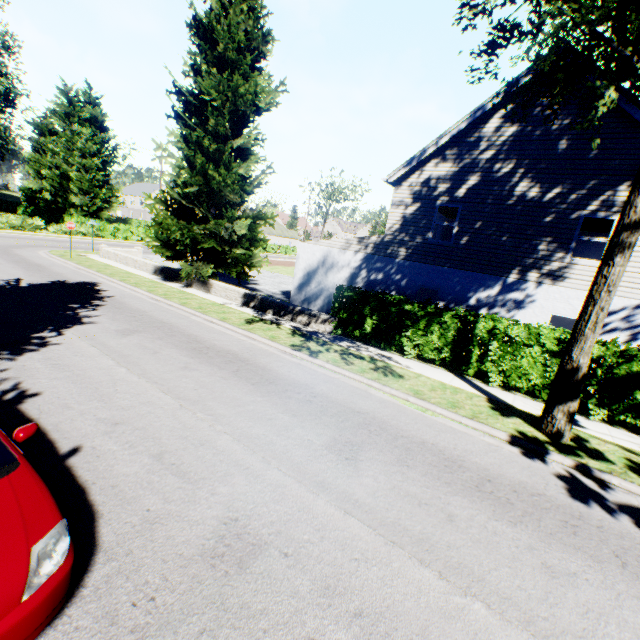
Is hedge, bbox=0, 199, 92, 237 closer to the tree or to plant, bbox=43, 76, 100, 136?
the tree

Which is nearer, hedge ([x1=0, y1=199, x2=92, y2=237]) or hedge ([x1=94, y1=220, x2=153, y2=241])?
hedge ([x1=0, y1=199, x2=92, y2=237])

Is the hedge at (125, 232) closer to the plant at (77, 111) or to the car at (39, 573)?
the plant at (77, 111)

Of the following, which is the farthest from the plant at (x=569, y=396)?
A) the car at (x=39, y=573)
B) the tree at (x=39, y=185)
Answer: the tree at (x=39, y=185)

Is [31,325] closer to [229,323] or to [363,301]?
[229,323]

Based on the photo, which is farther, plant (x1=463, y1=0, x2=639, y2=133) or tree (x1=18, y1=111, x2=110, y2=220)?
tree (x1=18, y1=111, x2=110, y2=220)

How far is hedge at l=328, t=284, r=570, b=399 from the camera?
9.66m

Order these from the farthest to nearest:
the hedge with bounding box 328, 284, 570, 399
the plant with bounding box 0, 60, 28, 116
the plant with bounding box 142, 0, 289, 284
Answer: the plant with bounding box 0, 60, 28, 116
the plant with bounding box 142, 0, 289, 284
the hedge with bounding box 328, 284, 570, 399
